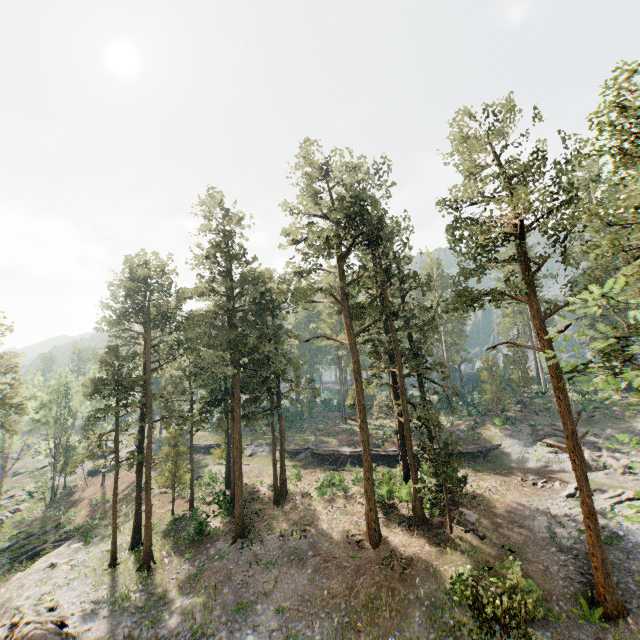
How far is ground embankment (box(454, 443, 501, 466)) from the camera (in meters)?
37.78

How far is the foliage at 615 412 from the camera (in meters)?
9.64

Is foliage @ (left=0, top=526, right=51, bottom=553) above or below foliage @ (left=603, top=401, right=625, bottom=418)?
below

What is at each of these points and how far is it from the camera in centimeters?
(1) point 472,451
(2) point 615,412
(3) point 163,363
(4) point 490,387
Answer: (1) ground embankment, 3872cm
(2) foliage, 4112cm
(3) foliage, 3184cm
(4) foliage, 4488cm

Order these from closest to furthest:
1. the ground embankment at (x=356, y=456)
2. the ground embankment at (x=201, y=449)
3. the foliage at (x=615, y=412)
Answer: the foliage at (x=615, y=412) → the ground embankment at (x=356, y=456) → the ground embankment at (x=201, y=449)

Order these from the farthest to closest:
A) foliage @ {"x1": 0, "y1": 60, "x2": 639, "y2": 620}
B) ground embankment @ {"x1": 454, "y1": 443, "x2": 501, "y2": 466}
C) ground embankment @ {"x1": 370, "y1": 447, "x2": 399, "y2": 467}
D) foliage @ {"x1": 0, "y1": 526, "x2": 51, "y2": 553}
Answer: ground embankment @ {"x1": 370, "y1": 447, "x2": 399, "y2": 467}
ground embankment @ {"x1": 454, "y1": 443, "x2": 501, "y2": 466}
foliage @ {"x1": 0, "y1": 526, "x2": 51, "y2": 553}
foliage @ {"x1": 0, "y1": 60, "x2": 639, "y2": 620}

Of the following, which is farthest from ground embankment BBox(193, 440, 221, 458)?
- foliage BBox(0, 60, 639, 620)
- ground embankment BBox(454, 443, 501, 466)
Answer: foliage BBox(0, 60, 639, 620)
